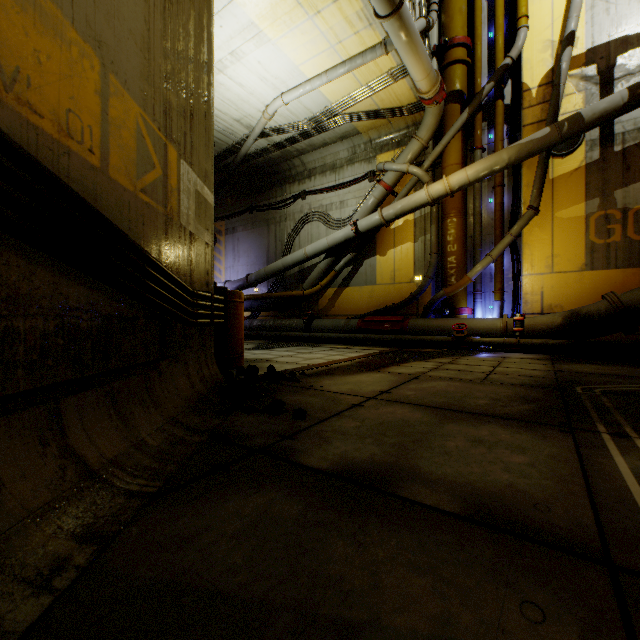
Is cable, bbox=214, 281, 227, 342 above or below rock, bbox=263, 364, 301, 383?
above

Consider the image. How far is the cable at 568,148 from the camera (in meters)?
7.97

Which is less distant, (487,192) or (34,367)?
(34,367)

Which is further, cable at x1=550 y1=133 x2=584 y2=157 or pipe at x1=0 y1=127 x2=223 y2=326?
cable at x1=550 y1=133 x2=584 y2=157

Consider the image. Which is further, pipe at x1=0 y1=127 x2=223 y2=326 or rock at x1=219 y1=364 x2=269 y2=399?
rock at x1=219 y1=364 x2=269 y2=399

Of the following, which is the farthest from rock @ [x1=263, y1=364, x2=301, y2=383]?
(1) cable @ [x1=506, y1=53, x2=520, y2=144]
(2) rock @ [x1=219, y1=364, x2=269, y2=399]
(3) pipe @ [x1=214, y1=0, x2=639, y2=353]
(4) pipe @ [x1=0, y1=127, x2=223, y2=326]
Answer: (1) cable @ [x1=506, y1=53, x2=520, y2=144]

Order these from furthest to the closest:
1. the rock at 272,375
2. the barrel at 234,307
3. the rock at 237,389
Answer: the barrel at 234,307, the rock at 272,375, the rock at 237,389

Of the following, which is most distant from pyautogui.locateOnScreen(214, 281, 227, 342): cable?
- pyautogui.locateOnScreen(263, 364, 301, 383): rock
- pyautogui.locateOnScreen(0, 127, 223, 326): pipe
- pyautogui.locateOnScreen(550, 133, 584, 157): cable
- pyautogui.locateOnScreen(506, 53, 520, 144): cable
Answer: pyautogui.locateOnScreen(550, 133, 584, 157): cable
